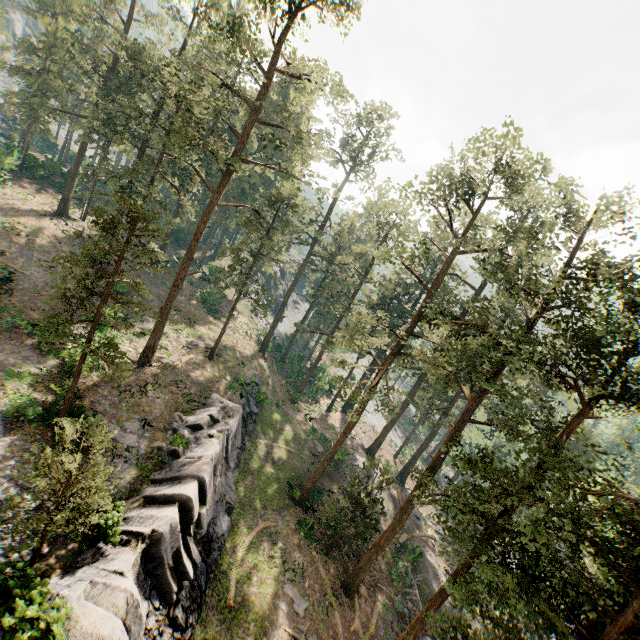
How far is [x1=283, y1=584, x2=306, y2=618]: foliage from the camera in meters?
20.6

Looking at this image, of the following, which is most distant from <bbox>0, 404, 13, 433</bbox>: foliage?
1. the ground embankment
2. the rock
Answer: the rock

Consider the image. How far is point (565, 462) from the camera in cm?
1190

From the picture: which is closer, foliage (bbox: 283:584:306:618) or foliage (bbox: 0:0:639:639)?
foliage (bbox: 0:0:639:639)

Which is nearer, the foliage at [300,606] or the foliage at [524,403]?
the foliage at [524,403]

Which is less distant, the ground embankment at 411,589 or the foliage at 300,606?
the foliage at 300,606
